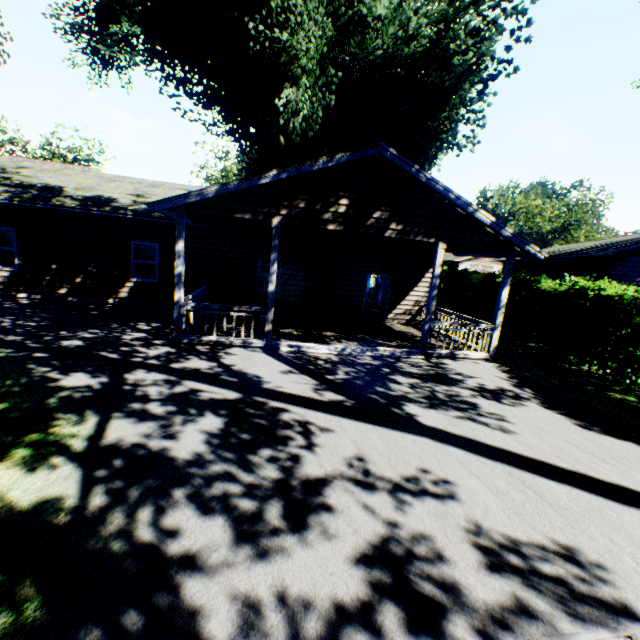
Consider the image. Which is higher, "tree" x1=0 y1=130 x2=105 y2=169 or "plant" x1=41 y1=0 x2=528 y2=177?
"tree" x1=0 y1=130 x2=105 y2=169

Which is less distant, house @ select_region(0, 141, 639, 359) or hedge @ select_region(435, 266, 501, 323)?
house @ select_region(0, 141, 639, 359)

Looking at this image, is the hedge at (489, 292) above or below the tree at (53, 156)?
below

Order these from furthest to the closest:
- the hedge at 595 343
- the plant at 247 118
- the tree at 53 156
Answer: the tree at 53 156 < the plant at 247 118 < the hedge at 595 343

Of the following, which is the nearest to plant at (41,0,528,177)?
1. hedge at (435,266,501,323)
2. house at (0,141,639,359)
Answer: house at (0,141,639,359)

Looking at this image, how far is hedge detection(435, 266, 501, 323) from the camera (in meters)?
16.81

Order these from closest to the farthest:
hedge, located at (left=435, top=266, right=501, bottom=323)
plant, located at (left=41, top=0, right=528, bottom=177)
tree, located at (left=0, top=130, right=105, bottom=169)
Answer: plant, located at (left=41, top=0, right=528, bottom=177)
hedge, located at (left=435, top=266, right=501, bottom=323)
tree, located at (left=0, top=130, right=105, bottom=169)

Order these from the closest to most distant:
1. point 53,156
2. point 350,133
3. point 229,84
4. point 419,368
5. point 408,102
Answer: point 419,368 → point 229,84 → point 350,133 → point 408,102 → point 53,156
